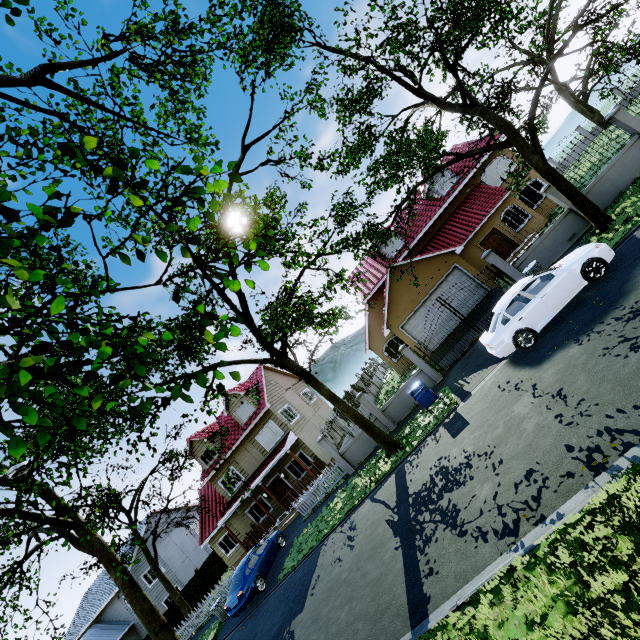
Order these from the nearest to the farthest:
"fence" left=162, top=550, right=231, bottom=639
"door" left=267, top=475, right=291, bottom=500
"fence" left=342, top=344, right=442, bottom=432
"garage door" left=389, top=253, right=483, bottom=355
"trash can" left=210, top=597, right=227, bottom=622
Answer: "fence" left=342, top=344, right=442, bottom=432 → "trash can" left=210, top=597, right=227, bottom=622 → "garage door" left=389, top=253, right=483, bottom=355 → "fence" left=162, top=550, right=231, bottom=639 → "door" left=267, top=475, right=291, bottom=500

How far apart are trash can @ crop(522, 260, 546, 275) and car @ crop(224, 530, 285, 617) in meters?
18.0 m

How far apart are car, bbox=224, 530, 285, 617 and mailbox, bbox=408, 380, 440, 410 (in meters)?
11.59

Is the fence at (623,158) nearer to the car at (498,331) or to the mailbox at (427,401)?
the car at (498,331)

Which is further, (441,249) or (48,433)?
(441,249)

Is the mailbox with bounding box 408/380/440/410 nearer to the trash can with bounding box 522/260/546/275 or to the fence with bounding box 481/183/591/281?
the trash can with bounding box 522/260/546/275

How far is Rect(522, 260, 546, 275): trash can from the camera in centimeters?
1248cm

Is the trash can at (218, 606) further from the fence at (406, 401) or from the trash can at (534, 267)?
the trash can at (534, 267)
